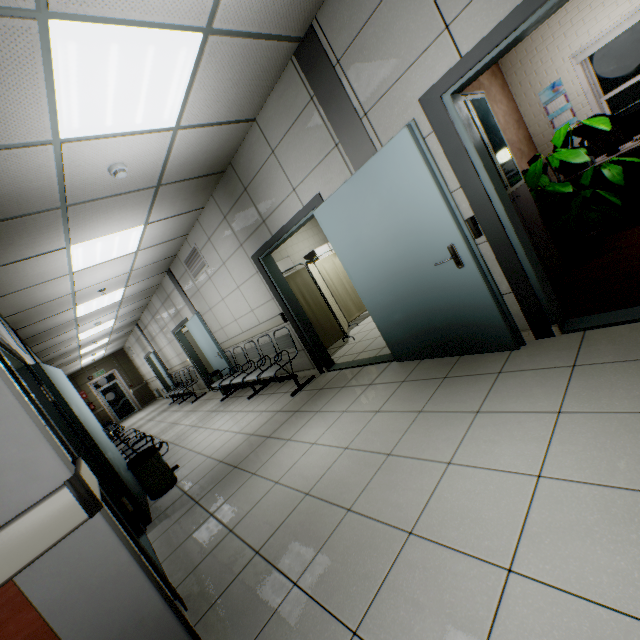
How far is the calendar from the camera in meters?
5.5 m

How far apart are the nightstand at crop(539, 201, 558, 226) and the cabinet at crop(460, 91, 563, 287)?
1.3m

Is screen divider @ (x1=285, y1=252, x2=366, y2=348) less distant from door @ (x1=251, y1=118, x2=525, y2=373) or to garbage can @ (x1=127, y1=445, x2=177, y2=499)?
door @ (x1=251, y1=118, x2=525, y2=373)

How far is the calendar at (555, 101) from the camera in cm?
549

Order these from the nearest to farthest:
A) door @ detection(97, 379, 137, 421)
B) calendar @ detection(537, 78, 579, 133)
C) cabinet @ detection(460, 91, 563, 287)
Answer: cabinet @ detection(460, 91, 563, 287) → calendar @ detection(537, 78, 579, 133) → door @ detection(97, 379, 137, 421)

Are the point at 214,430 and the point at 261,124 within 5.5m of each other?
yes

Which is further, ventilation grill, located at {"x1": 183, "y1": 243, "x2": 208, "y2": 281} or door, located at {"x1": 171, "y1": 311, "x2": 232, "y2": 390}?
door, located at {"x1": 171, "y1": 311, "x2": 232, "y2": 390}

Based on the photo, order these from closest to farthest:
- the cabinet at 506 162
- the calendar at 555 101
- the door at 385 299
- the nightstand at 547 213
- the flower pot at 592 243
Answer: the door at 385 299
the cabinet at 506 162
the flower pot at 592 243
the nightstand at 547 213
the calendar at 555 101
